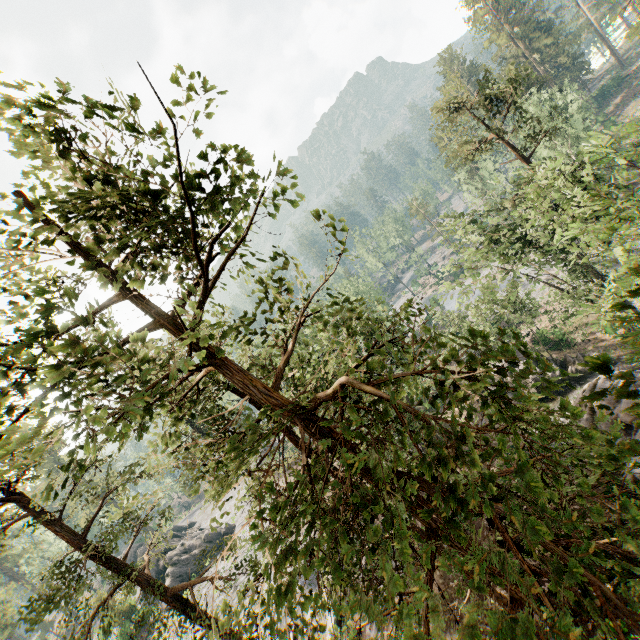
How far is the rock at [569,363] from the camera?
27.2 meters

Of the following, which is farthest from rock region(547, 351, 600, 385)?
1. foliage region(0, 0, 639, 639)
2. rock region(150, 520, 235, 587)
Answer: rock region(150, 520, 235, 587)

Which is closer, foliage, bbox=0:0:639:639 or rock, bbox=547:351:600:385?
foliage, bbox=0:0:639:639

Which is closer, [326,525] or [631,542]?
[631,542]

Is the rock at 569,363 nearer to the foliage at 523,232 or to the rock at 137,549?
the foliage at 523,232

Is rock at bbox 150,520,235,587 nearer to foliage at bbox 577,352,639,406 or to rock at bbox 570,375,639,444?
foliage at bbox 577,352,639,406

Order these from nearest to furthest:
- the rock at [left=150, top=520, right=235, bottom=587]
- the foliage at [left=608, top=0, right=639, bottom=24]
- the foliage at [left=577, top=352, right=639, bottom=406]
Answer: the foliage at [left=577, top=352, right=639, bottom=406], the rock at [left=150, top=520, right=235, bottom=587], the foliage at [left=608, top=0, right=639, bottom=24]
